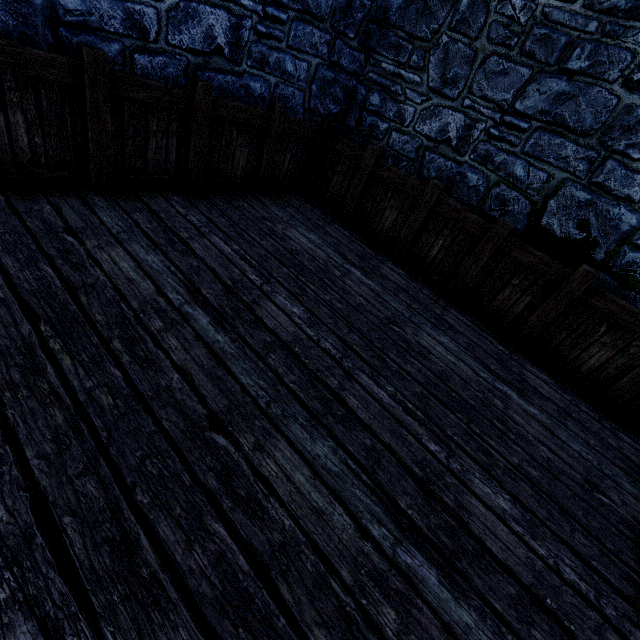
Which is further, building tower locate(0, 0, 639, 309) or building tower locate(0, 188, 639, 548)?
building tower locate(0, 0, 639, 309)

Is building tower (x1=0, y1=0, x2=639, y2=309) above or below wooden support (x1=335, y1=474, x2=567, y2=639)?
above

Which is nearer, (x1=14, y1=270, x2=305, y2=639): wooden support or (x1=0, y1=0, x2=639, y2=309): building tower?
(x1=14, y1=270, x2=305, y2=639): wooden support

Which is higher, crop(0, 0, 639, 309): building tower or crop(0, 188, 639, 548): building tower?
crop(0, 0, 639, 309): building tower

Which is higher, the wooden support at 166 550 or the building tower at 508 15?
the building tower at 508 15

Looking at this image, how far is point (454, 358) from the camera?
3.1 meters
